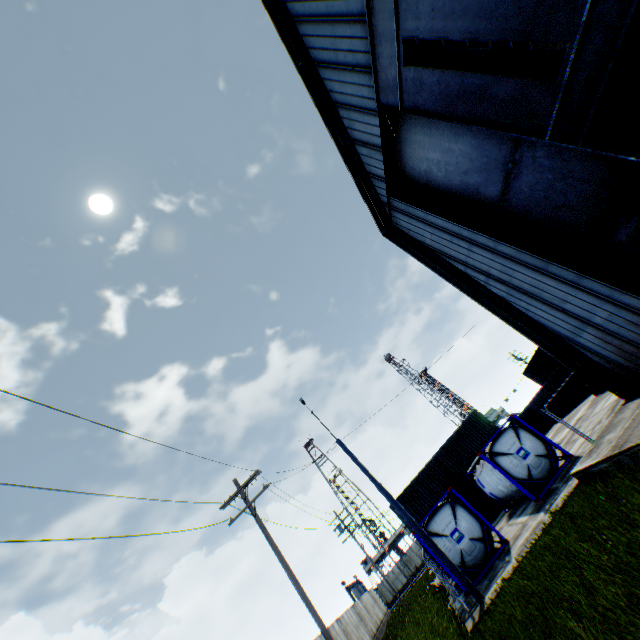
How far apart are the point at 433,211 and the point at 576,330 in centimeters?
642cm

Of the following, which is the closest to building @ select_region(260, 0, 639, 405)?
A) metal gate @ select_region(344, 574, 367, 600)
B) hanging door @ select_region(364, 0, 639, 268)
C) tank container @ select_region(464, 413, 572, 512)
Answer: hanging door @ select_region(364, 0, 639, 268)

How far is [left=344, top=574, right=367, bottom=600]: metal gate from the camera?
45.87m

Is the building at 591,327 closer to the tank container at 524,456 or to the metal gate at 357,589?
the tank container at 524,456

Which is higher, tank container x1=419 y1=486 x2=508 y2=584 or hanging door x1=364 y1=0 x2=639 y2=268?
hanging door x1=364 y1=0 x2=639 y2=268

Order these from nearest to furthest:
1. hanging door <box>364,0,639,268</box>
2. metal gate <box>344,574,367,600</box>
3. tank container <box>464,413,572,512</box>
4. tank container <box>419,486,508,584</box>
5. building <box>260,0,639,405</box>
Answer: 1. hanging door <box>364,0,639,268</box>
2. building <box>260,0,639,405</box>
3. tank container <box>419,486,508,584</box>
4. tank container <box>464,413,572,512</box>
5. metal gate <box>344,574,367,600</box>

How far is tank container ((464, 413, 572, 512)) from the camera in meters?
15.5 m

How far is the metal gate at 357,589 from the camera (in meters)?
45.87
